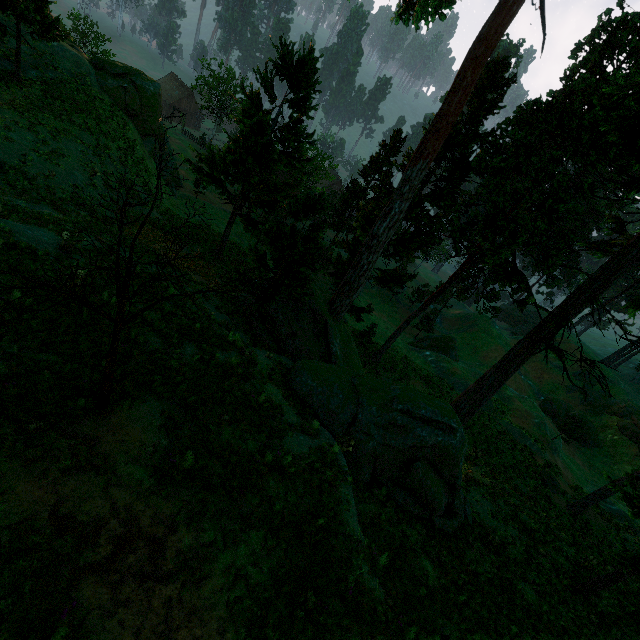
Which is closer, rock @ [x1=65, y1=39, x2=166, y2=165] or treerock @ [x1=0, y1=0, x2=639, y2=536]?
treerock @ [x1=0, y1=0, x2=639, y2=536]

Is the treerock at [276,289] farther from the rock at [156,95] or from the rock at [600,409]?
the rock at [600,409]

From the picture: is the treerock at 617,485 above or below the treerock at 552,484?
above

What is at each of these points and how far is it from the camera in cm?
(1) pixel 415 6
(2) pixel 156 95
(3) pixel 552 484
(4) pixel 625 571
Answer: (1) treerock, 2033
(2) rock, 3231
(3) treerock, 2520
(4) treerock, 1184

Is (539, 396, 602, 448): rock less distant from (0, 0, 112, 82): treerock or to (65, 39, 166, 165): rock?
(0, 0, 112, 82): treerock

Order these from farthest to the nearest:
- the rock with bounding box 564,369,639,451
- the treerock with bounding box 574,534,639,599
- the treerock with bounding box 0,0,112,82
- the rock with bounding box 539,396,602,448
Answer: the rock with bounding box 539,396,602,448
the rock with bounding box 564,369,639,451
the treerock with bounding box 0,0,112,82
the treerock with bounding box 574,534,639,599

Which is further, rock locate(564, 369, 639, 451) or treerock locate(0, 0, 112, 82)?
rock locate(564, 369, 639, 451)
